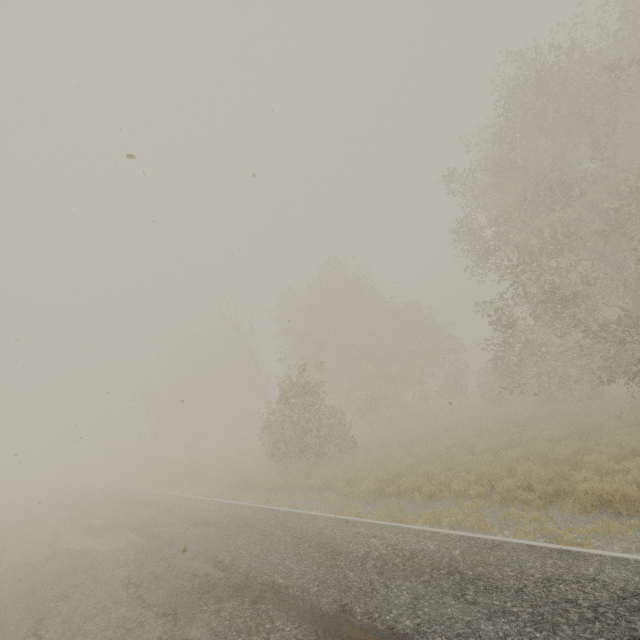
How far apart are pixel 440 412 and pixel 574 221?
19.08m
